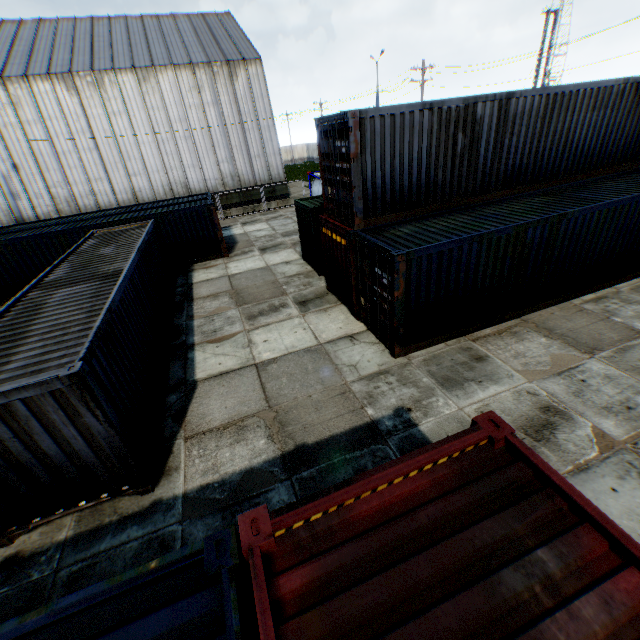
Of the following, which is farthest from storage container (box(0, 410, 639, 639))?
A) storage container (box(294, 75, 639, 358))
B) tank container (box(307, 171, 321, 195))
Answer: tank container (box(307, 171, 321, 195))

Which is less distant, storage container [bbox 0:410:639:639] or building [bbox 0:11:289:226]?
storage container [bbox 0:410:639:639]

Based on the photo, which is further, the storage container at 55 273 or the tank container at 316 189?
the tank container at 316 189

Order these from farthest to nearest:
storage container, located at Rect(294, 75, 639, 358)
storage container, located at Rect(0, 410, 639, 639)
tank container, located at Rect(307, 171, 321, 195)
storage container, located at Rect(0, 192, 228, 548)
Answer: tank container, located at Rect(307, 171, 321, 195) → storage container, located at Rect(294, 75, 639, 358) → storage container, located at Rect(0, 192, 228, 548) → storage container, located at Rect(0, 410, 639, 639)

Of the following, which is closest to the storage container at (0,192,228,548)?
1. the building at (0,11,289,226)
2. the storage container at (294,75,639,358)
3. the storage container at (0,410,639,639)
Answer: the storage container at (0,410,639,639)

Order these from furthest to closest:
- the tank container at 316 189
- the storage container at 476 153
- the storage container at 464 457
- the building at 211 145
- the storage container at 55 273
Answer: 1. the building at 211 145
2. the tank container at 316 189
3. the storage container at 476 153
4. the storage container at 55 273
5. the storage container at 464 457

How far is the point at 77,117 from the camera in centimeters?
2441cm

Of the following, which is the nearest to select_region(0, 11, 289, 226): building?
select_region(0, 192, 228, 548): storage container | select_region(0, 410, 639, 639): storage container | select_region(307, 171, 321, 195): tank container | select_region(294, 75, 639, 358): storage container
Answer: select_region(307, 171, 321, 195): tank container
